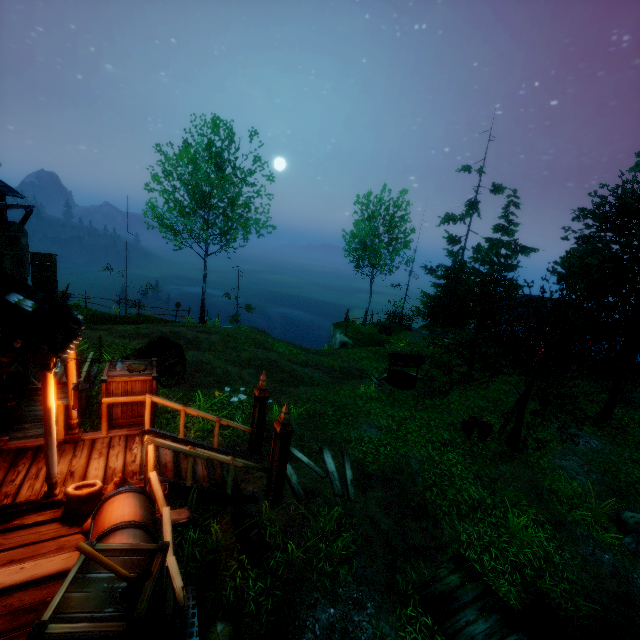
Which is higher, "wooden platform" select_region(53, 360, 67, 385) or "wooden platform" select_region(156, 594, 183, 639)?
"wooden platform" select_region(156, 594, 183, 639)

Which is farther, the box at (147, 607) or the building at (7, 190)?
the building at (7, 190)

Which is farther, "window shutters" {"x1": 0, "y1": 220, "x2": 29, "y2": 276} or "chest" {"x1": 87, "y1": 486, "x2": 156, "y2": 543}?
"window shutters" {"x1": 0, "y1": 220, "x2": 29, "y2": 276}

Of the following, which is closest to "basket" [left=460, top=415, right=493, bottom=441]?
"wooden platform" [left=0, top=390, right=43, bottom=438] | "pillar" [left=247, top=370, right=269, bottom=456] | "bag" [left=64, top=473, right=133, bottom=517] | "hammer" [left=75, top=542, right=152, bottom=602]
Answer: "pillar" [left=247, top=370, right=269, bottom=456]

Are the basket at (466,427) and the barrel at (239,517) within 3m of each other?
no

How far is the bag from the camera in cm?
502

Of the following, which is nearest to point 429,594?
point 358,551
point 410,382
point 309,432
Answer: point 358,551

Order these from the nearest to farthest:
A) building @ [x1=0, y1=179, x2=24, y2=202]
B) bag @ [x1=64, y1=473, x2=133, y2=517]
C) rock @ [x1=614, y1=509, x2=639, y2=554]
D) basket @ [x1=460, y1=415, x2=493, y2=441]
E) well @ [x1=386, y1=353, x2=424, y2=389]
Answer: bag @ [x1=64, y1=473, x2=133, y2=517] < building @ [x1=0, y1=179, x2=24, y2=202] < rock @ [x1=614, y1=509, x2=639, y2=554] < basket @ [x1=460, y1=415, x2=493, y2=441] < well @ [x1=386, y1=353, x2=424, y2=389]
